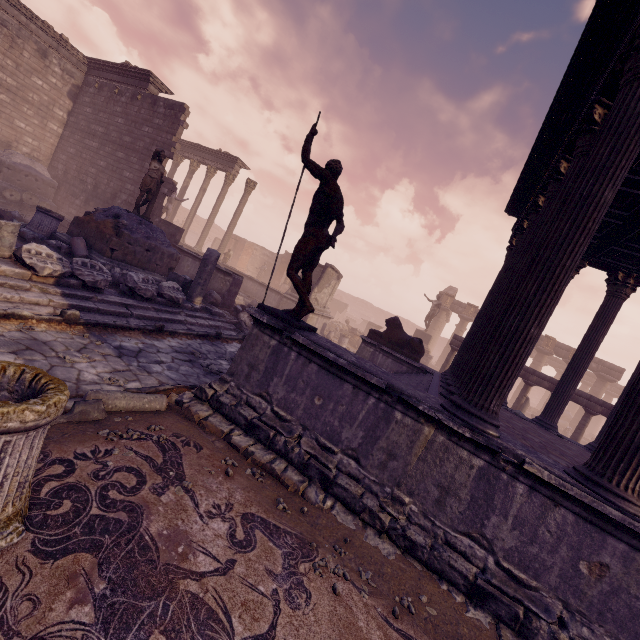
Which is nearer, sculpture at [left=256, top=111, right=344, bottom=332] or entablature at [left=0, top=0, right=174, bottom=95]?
sculpture at [left=256, top=111, right=344, bottom=332]

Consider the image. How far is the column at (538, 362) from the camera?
27.1 meters

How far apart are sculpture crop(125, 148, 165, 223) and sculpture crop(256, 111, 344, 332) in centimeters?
722cm

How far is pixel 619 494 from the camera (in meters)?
3.10

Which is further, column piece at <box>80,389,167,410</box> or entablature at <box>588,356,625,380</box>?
entablature at <box>588,356,625,380</box>

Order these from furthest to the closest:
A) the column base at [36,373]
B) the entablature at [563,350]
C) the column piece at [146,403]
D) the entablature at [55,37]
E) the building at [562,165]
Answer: the entablature at [563,350] → the entablature at [55,37] → the column piece at [146,403] → the building at [562,165] → the column base at [36,373]

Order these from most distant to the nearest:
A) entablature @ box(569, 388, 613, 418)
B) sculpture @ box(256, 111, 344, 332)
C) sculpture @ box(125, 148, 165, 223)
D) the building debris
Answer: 1. entablature @ box(569, 388, 613, 418)
2. sculpture @ box(125, 148, 165, 223)
3. the building debris
4. sculpture @ box(256, 111, 344, 332)

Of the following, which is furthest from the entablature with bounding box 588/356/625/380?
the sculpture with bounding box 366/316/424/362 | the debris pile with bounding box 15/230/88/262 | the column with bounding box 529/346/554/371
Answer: the debris pile with bounding box 15/230/88/262
